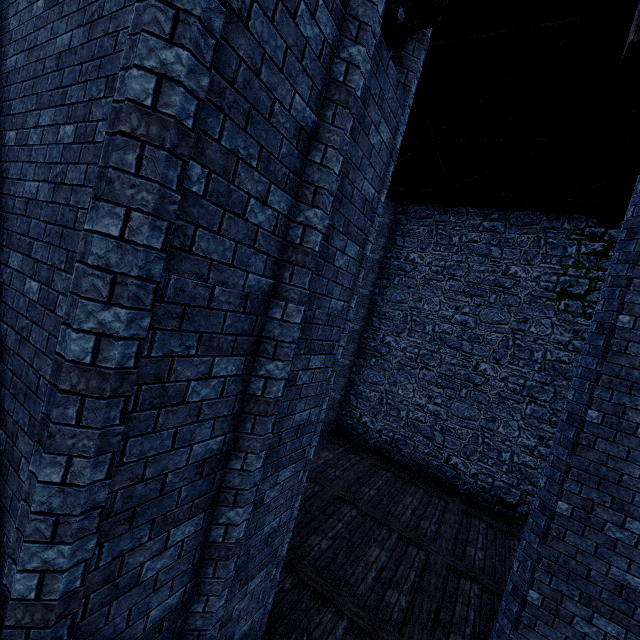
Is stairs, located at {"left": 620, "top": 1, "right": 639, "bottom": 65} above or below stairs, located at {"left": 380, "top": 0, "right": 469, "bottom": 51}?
below

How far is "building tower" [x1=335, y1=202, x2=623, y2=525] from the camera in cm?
1011

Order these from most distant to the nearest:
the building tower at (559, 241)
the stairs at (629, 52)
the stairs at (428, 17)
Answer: the building tower at (559, 241) < the stairs at (428, 17) < the stairs at (629, 52)

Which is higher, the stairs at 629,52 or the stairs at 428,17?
the stairs at 428,17

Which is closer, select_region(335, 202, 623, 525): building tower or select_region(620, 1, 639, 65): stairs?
select_region(620, 1, 639, 65): stairs

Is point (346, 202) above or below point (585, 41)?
below

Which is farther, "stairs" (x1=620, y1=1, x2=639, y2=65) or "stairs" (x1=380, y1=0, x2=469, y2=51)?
"stairs" (x1=380, y1=0, x2=469, y2=51)
